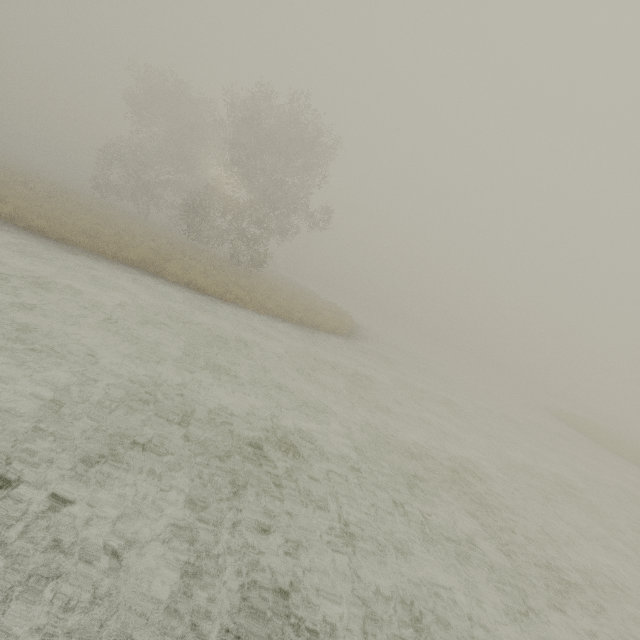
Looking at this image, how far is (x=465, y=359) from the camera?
49.3m
